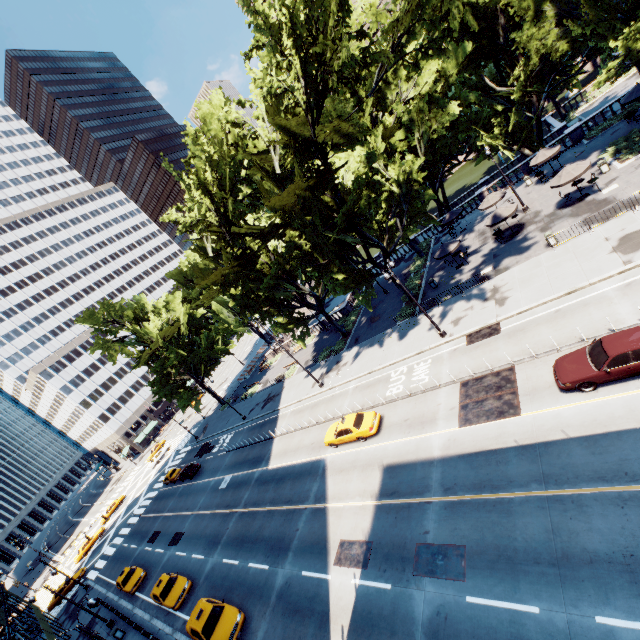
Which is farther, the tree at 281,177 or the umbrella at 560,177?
the umbrella at 560,177

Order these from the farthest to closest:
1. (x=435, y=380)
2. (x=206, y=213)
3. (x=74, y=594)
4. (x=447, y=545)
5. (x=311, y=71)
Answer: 1. (x=74, y=594)
2. (x=206, y=213)
3. (x=435, y=380)
4. (x=311, y=71)
5. (x=447, y=545)

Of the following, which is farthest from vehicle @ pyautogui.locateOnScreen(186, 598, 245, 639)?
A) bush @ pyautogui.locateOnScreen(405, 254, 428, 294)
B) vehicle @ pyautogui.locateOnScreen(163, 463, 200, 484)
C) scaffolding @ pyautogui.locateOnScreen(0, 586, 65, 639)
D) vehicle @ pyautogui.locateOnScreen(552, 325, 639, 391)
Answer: bush @ pyautogui.locateOnScreen(405, 254, 428, 294)

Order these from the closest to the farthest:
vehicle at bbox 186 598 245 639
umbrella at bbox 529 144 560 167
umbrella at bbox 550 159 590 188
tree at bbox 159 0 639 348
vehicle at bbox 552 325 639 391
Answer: vehicle at bbox 552 325 639 391 < tree at bbox 159 0 639 348 < vehicle at bbox 186 598 245 639 < umbrella at bbox 550 159 590 188 < umbrella at bbox 529 144 560 167

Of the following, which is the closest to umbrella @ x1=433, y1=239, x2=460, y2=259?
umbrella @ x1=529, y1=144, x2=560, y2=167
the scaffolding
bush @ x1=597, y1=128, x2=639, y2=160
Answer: umbrella @ x1=529, y1=144, x2=560, y2=167

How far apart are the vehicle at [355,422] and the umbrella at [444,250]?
17.0m

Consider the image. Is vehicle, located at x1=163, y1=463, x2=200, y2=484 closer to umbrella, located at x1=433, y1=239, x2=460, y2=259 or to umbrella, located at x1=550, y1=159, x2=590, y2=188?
umbrella, located at x1=433, y1=239, x2=460, y2=259

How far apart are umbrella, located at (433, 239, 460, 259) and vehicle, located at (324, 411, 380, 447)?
17.0m
